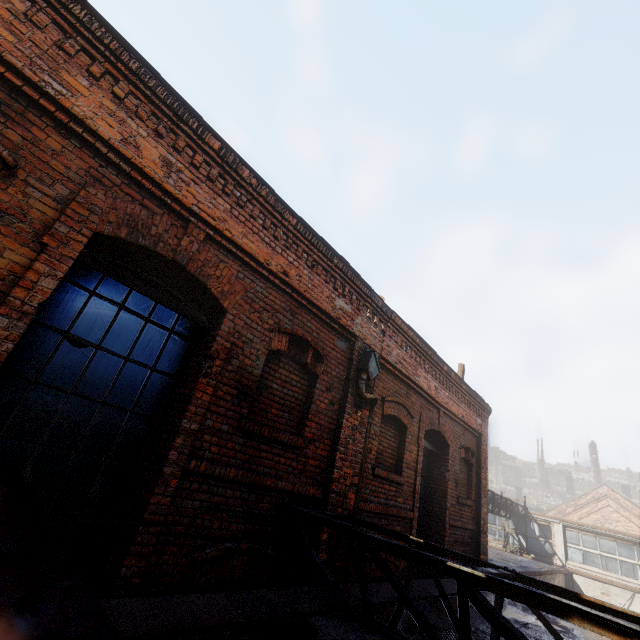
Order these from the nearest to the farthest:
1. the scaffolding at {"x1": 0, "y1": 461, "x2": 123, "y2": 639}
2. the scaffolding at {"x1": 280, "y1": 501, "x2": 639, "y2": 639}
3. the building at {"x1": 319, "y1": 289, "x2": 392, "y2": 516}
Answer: the scaffolding at {"x1": 0, "y1": 461, "x2": 123, "y2": 639} → the scaffolding at {"x1": 280, "y1": 501, "x2": 639, "y2": 639} → the building at {"x1": 319, "y1": 289, "x2": 392, "y2": 516}

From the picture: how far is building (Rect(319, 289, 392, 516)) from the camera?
4.75m

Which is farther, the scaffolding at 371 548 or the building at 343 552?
the building at 343 552

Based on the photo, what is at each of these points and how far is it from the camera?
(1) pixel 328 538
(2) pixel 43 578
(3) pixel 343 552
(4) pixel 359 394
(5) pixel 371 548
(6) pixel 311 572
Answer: (1) building, 4.4 meters
(2) scaffolding, 0.2 meters
(3) building, 4.7 meters
(4) building, 5.3 meters
(5) scaffolding, 3.2 meters
(6) building, 4.2 meters

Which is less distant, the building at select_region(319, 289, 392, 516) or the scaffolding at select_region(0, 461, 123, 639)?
the scaffolding at select_region(0, 461, 123, 639)

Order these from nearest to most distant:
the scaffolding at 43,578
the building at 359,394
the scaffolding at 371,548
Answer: the scaffolding at 43,578, the scaffolding at 371,548, the building at 359,394

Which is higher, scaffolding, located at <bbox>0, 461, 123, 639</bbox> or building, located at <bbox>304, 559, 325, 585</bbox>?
scaffolding, located at <bbox>0, 461, 123, 639</bbox>
